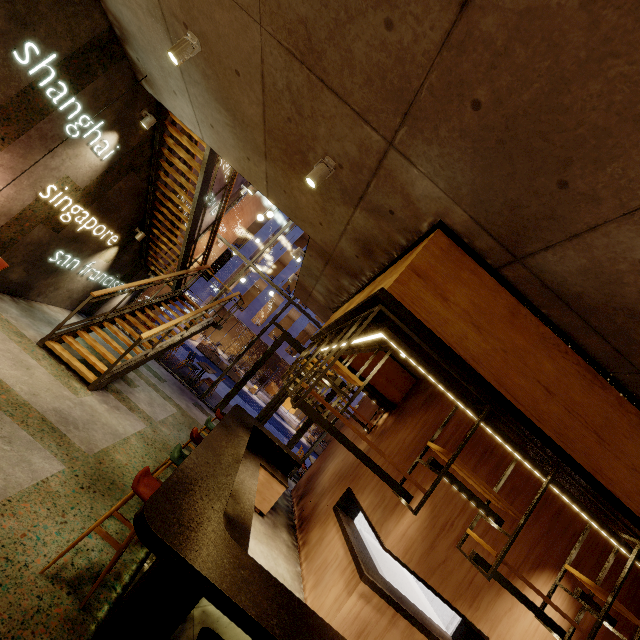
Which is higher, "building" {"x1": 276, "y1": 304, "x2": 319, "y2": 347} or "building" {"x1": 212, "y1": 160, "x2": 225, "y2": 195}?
"building" {"x1": 276, "y1": 304, "x2": 319, "y2": 347}

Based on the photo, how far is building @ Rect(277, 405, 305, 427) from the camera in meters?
27.4

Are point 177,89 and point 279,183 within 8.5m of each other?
yes

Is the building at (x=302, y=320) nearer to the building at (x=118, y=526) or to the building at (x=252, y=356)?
the building at (x=252, y=356)

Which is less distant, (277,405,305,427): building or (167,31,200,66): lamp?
(167,31,200,66): lamp

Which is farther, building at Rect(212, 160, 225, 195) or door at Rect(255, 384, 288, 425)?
door at Rect(255, 384, 288, 425)

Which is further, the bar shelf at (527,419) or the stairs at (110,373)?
the stairs at (110,373)

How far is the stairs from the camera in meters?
6.1
